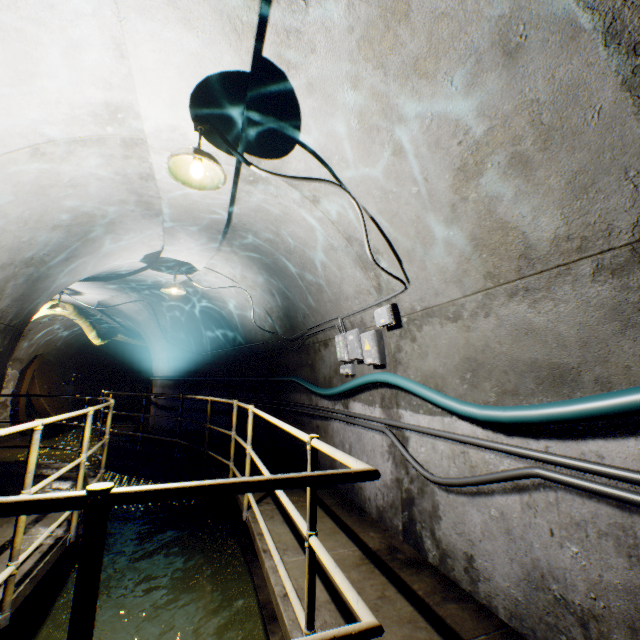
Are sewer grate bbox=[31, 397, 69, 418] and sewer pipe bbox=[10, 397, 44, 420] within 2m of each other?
yes

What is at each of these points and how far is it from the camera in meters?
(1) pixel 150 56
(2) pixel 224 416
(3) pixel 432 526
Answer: (1) building tunnel, 2.2 m
(2) building tunnel, 8.3 m
(3) building tunnel, 2.9 m

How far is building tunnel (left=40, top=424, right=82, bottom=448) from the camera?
12.06m

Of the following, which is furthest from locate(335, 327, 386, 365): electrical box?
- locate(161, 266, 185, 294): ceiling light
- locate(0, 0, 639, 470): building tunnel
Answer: locate(161, 266, 185, 294): ceiling light

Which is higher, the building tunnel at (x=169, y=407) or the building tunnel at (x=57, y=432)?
the building tunnel at (x=169, y=407)

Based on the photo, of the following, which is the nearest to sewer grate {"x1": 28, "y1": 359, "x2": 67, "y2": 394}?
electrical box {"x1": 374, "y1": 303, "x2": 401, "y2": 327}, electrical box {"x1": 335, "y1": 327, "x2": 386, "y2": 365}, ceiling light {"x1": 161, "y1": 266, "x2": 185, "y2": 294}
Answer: ceiling light {"x1": 161, "y1": 266, "x2": 185, "y2": 294}

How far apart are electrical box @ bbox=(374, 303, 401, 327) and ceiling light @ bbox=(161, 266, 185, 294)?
4.11m

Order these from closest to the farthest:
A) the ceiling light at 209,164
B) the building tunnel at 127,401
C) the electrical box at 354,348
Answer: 1. the ceiling light at 209,164
2. the electrical box at 354,348
3. the building tunnel at 127,401
